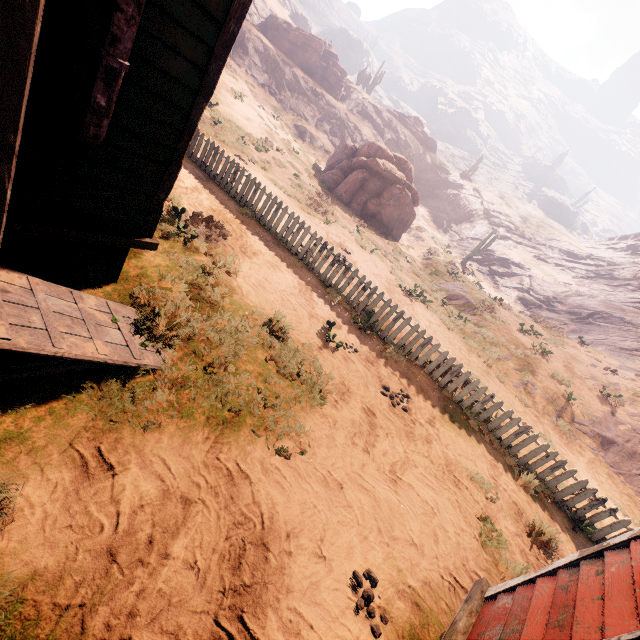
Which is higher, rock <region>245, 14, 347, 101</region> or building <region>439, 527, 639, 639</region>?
rock <region>245, 14, 347, 101</region>

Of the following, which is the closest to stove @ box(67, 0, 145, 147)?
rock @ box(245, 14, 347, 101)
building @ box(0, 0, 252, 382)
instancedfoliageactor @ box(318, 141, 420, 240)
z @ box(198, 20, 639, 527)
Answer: building @ box(0, 0, 252, 382)

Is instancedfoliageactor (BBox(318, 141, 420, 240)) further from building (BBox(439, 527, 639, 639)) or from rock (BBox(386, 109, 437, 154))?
rock (BBox(386, 109, 437, 154))

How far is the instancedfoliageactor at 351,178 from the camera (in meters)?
23.98

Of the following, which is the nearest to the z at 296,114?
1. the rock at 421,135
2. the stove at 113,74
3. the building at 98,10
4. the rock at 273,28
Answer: the building at 98,10

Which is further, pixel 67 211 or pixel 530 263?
pixel 530 263

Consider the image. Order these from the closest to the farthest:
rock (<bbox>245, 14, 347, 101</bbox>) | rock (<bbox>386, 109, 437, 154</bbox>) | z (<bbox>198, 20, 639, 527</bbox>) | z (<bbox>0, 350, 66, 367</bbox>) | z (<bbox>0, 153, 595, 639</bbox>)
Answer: z (<bbox>0, 153, 595, 639</bbox>) → z (<bbox>0, 350, 66, 367</bbox>) → z (<bbox>198, 20, 639, 527</bbox>) → rock (<bbox>245, 14, 347, 101</bbox>) → rock (<bbox>386, 109, 437, 154</bbox>)

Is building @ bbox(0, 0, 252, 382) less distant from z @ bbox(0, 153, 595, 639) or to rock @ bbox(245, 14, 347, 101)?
z @ bbox(0, 153, 595, 639)
